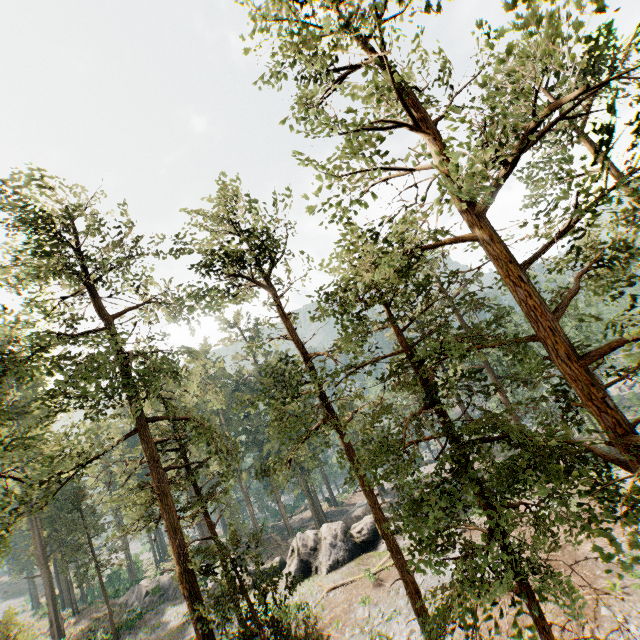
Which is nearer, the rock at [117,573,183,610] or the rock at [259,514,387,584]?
the rock at [259,514,387,584]

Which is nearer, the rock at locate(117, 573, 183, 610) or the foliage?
the foliage

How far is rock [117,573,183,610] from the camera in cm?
3456

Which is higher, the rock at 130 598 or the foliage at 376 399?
the foliage at 376 399

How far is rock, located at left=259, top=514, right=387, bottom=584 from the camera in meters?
26.8 m

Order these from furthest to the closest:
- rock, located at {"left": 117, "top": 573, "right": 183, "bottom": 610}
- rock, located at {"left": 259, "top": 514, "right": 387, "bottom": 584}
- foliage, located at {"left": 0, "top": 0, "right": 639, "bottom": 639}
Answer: rock, located at {"left": 117, "top": 573, "right": 183, "bottom": 610} < rock, located at {"left": 259, "top": 514, "right": 387, "bottom": 584} < foliage, located at {"left": 0, "top": 0, "right": 639, "bottom": 639}

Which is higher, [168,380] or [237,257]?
[237,257]

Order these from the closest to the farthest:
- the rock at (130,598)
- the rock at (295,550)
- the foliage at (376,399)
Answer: the foliage at (376,399) < the rock at (295,550) < the rock at (130,598)
